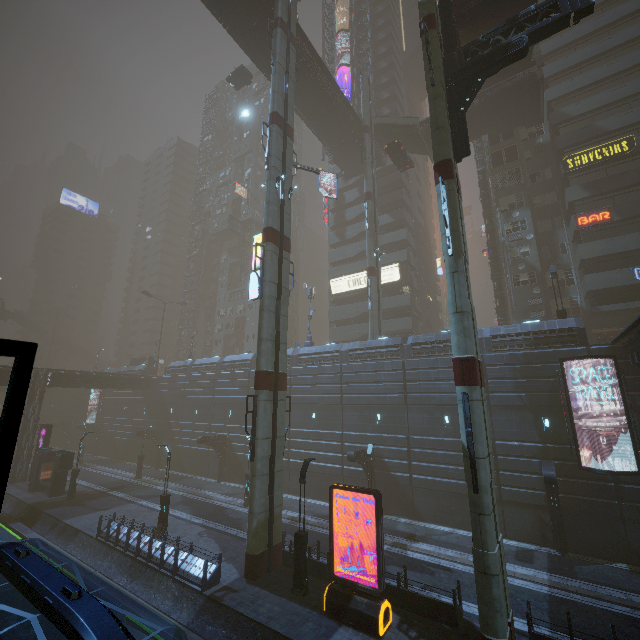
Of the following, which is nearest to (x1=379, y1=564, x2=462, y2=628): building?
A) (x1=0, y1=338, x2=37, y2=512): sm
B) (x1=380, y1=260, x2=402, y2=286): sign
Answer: (x1=380, y1=260, x2=402, y2=286): sign

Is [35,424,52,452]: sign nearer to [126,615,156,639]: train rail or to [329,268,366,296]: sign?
[126,615,156,639]: train rail

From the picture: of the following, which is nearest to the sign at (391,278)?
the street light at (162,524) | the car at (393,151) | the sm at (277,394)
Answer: the sm at (277,394)

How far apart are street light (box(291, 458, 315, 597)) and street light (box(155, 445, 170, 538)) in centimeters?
Answer: 1057cm

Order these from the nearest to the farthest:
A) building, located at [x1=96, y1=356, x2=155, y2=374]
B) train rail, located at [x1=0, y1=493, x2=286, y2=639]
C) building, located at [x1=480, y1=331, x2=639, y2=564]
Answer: train rail, located at [x1=0, y1=493, x2=286, y2=639] < building, located at [x1=480, y1=331, x2=639, y2=564] < building, located at [x1=96, y1=356, x2=155, y2=374]

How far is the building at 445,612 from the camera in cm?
1263

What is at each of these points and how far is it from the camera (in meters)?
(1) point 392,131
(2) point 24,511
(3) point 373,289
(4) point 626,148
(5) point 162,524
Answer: (1) stairs, 38.72
(2) train rail, 26.84
(3) sm, 32.81
(4) sign, 28.83
(5) street light, 20.59

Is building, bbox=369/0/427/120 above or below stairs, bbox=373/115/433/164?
above
